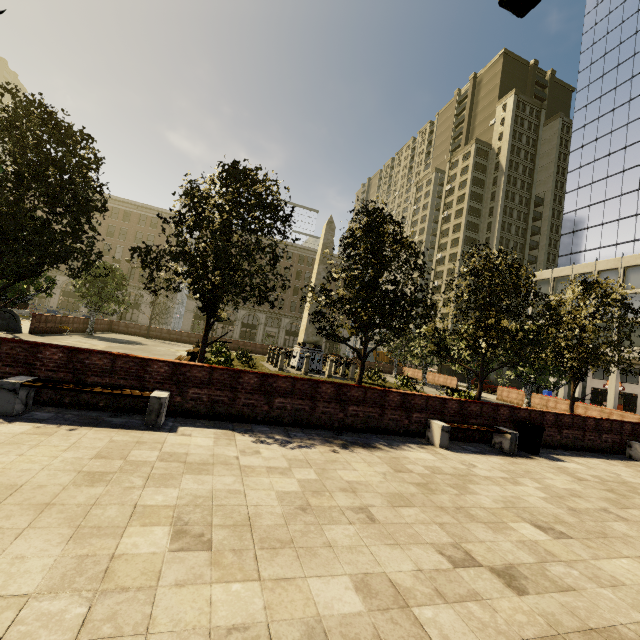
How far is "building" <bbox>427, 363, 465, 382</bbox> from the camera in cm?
5538

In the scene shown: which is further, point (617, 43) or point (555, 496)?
point (617, 43)

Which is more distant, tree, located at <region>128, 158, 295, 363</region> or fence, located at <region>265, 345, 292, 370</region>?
fence, located at <region>265, 345, 292, 370</region>

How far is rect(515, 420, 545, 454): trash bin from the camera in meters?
9.4

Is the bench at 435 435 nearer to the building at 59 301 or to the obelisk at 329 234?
the obelisk at 329 234

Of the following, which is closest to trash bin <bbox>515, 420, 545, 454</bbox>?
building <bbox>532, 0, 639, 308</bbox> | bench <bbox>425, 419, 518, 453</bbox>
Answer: bench <bbox>425, 419, 518, 453</bbox>

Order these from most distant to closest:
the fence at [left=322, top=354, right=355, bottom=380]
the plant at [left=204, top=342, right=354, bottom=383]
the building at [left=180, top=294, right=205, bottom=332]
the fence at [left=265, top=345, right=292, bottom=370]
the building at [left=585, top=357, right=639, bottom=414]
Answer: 1. the building at [left=180, top=294, right=205, bottom=332]
2. the building at [left=585, top=357, right=639, bottom=414]
3. the fence at [left=322, top=354, right=355, bottom=380]
4. the fence at [left=265, top=345, right=292, bottom=370]
5. the plant at [left=204, top=342, right=354, bottom=383]

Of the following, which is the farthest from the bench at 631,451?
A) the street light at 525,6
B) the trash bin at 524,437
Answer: the street light at 525,6
